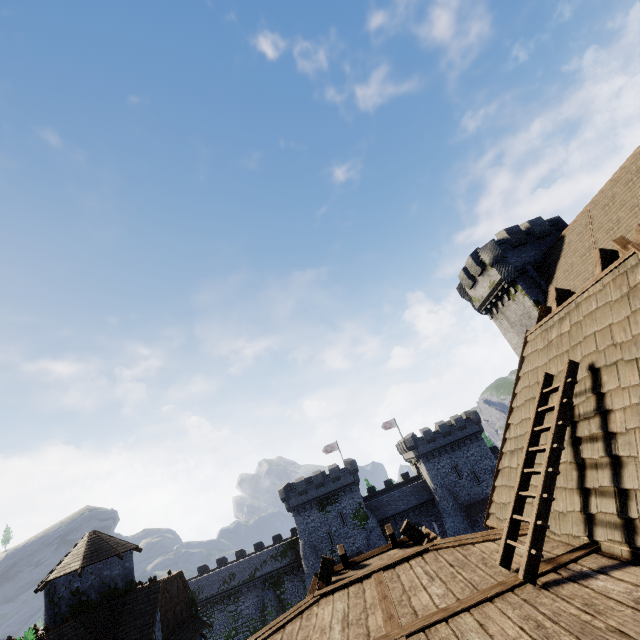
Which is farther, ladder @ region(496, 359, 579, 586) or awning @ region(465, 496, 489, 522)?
awning @ region(465, 496, 489, 522)

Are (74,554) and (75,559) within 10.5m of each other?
yes

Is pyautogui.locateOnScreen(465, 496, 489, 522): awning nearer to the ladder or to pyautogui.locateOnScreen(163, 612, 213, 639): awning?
pyautogui.locateOnScreen(163, 612, 213, 639): awning

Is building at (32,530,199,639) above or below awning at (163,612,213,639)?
above

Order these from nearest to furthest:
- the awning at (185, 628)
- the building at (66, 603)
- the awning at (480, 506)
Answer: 1. the building at (66, 603)
2. the awning at (185, 628)
3. the awning at (480, 506)

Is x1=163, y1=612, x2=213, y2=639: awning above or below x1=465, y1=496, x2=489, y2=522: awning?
above

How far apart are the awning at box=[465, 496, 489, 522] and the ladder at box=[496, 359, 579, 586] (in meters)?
46.83

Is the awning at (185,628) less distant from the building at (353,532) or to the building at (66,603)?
the building at (66,603)
